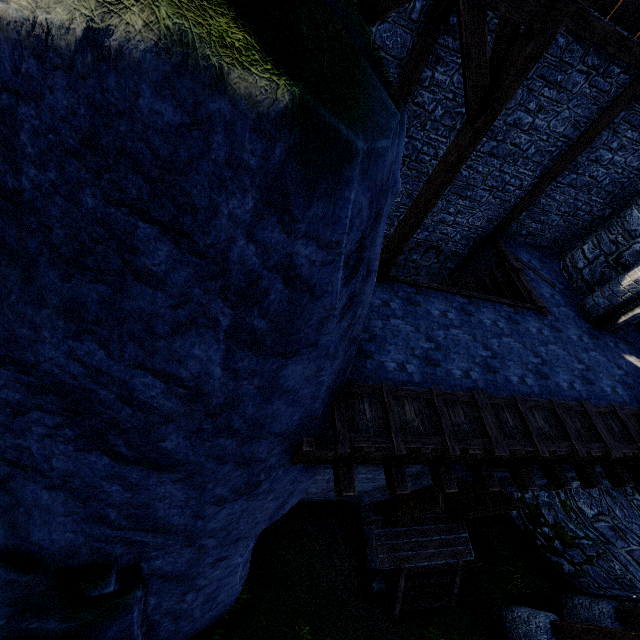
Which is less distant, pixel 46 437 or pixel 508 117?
pixel 46 437

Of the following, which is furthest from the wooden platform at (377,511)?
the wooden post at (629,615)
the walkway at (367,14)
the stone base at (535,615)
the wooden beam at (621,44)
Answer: the wooden beam at (621,44)

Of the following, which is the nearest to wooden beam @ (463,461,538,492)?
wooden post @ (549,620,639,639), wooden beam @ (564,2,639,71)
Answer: wooden post @ (549,620,639,639)

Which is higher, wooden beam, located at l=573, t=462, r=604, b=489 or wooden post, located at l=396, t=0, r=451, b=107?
wooden post, located at l=396, t=0, r=451, b=107

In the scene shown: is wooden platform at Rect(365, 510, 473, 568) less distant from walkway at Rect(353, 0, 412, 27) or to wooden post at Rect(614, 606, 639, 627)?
wooden post at Rect(614, 606, 639, 627)

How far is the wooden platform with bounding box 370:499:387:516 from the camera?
9.0 meters

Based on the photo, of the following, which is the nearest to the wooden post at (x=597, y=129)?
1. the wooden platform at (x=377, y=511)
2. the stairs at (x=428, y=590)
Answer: the wooden platform at (x=377, y=511)

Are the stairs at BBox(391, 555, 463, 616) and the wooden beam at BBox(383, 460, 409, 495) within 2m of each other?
no
